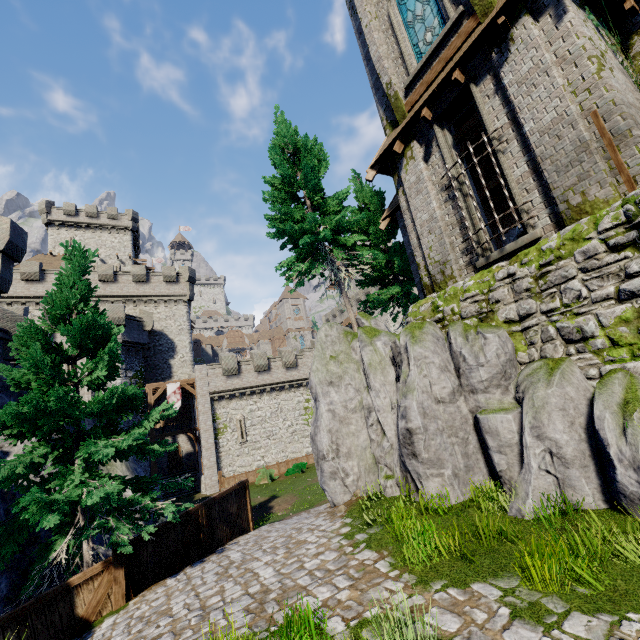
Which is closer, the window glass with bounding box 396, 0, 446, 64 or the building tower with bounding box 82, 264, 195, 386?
the window glass with bounding box 396, 0, 446, 64

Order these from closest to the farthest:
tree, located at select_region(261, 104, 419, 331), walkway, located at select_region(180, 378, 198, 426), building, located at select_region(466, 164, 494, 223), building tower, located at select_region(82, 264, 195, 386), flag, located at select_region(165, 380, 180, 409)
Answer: building, located at select_region(466, 164, 494, 223) < tree, located at select_region(261, 104, 419, 331) < flag, located at select_region(165, 380, 180, 409) < walkway, located at select_region(180, 378, 198, 426) < building tower, located at select_region(82, 264, 195, 386)

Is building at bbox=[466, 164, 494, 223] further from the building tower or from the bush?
the building tower

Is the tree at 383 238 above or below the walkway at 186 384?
above

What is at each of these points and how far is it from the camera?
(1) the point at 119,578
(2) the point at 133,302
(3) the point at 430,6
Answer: (1) wooden post, 7.7 meters
(2) building tower, 34.2 meters
(3) window glass, 10.3 meters

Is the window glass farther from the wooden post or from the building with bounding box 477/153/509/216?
the wooden post

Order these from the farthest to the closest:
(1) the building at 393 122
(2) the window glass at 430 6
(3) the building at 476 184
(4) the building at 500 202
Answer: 1. (4) the building at 500 202
2. (3) the building at 476 184
3. (2) the window glass at 430 6
4. (1) the building at 393 122

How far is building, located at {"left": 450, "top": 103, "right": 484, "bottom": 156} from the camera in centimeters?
1233cm
